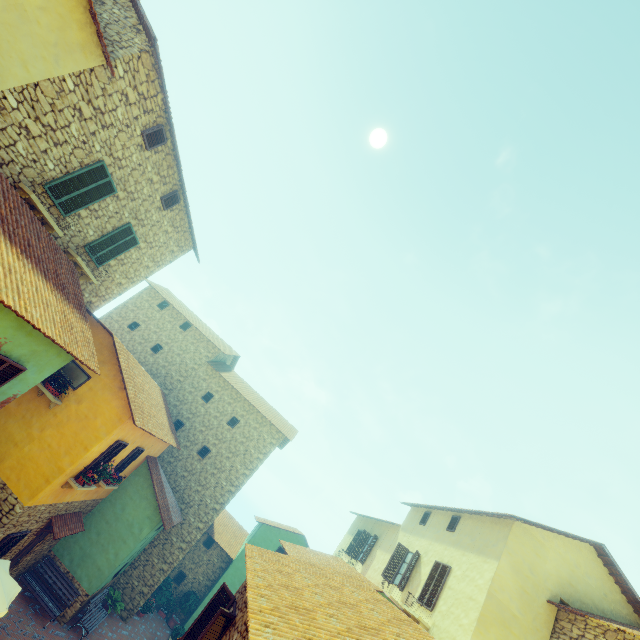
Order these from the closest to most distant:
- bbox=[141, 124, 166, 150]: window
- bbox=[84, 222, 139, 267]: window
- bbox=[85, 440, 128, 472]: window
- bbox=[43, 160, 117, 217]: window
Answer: bbox=[43, 160, 117, 217]: window → bbox=[141, 124, 166, 150]: window → bbox=[84, 222, 139, 267]: window → bbox=[85, 440, 128, 472]: window

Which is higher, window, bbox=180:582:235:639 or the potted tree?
window, bbox=180:582:235:639

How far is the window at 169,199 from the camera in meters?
11.6 m

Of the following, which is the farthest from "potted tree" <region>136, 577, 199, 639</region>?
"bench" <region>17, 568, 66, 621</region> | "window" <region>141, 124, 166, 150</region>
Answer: "window" <region>141, 124, 166, 150</region>

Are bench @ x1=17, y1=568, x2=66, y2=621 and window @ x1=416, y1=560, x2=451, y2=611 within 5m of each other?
no

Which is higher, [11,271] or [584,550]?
[584,550]

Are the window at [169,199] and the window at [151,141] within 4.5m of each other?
yes

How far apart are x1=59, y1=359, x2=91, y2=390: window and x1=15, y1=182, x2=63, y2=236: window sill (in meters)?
4.89
